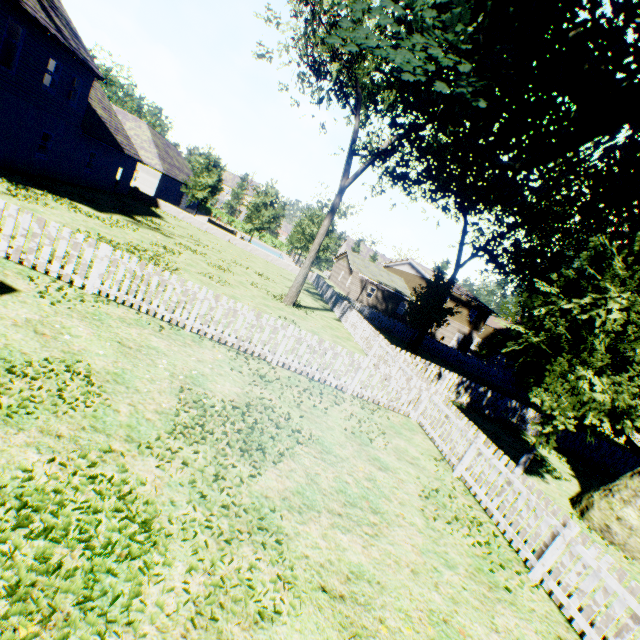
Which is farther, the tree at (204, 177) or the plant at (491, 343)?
the plant at (491, 343)

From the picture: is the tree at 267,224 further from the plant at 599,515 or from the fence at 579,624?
the plant at 599,515

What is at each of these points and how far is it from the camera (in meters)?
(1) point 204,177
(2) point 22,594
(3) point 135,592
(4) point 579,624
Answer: (1) tree, 33.53
(2) plant, 2.50
(3) plant, 2.83
(4) fence, 4.94

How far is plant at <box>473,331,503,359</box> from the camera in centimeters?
4741cm

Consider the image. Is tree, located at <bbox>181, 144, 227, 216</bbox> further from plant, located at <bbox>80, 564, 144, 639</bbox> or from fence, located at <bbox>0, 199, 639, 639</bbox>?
plant, located at <bbox>80, 564, 144, 639</bbox>

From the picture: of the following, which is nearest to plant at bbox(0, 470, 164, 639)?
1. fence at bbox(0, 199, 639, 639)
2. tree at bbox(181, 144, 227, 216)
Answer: fence at bbox(0, 199, 639, 639)
